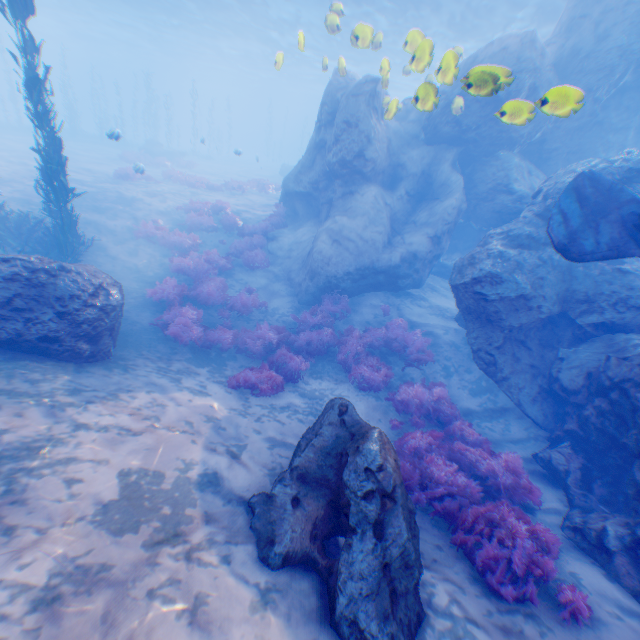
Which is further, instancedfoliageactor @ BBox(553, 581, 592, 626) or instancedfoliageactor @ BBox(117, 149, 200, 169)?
instancedfoliageactor @ BBox(117, 149, 200, 169)

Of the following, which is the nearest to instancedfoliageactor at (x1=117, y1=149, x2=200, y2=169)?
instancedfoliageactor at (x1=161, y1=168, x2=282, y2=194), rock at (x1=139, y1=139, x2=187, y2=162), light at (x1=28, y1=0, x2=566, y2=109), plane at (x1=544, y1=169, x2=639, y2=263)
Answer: rock at (x1=139, y1=139, x2=187, y2=162)

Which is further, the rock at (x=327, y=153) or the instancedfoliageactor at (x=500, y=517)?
the rock at (x=327, y=153)

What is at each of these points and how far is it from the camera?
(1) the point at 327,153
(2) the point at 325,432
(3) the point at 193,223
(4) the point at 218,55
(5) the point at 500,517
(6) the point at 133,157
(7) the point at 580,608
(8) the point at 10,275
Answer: (1) rock, 13.3 meters
(2) rock, 4.8 meters
(3) instancedfoliageactor, 15.8 meters
(4) light, 45.4 meters
(5) instancedfoliageactor, 5.2 meters
(6) instancedfoliageactor, 28.1 meters
(7) instancedfoliageactor, 4.1 meters
(8) rock, 6.3 meters

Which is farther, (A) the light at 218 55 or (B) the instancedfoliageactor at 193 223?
(A) the light at 218 55

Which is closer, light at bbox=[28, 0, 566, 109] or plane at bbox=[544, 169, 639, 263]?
plane at bbox=[544, 169, 639, 263]

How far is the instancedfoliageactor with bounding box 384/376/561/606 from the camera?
4.5m
